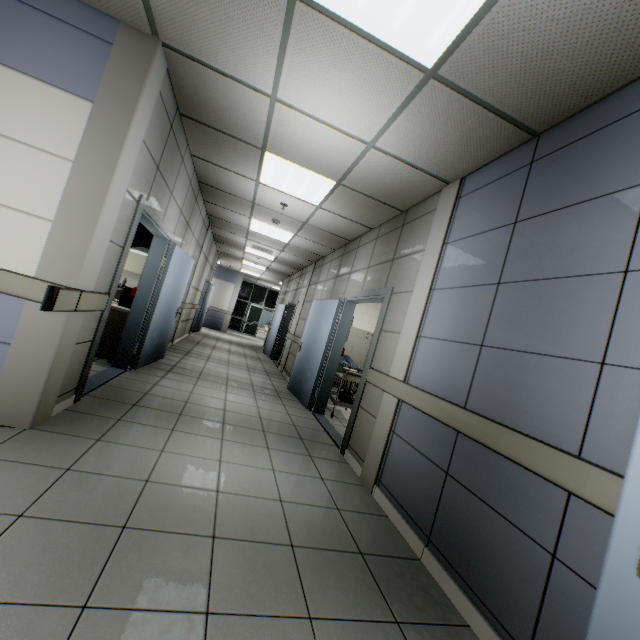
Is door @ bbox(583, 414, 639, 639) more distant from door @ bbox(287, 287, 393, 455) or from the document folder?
the document folder

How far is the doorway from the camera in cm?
796

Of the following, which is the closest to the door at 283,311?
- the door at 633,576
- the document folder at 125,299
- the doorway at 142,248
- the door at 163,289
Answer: the doorway at 142,248

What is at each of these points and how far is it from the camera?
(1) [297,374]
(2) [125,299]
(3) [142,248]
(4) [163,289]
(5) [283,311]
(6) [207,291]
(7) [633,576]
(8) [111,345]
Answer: (1) door, 6.59m
(2) document folder, 5.10m
(3) doorway, 8.01m
(4) door, 5.03m
(5) door, 11.52m
(6) door, 12.73m
(7) door, 1.13m
(8) table, 4.92m

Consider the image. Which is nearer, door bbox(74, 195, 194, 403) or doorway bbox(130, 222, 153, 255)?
door bbox(74, 195, 194, 403)

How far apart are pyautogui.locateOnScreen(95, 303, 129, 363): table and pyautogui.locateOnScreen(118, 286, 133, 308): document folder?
0.0 meters

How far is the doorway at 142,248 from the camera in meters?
8.0

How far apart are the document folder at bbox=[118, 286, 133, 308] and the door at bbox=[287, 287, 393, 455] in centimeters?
307cm
